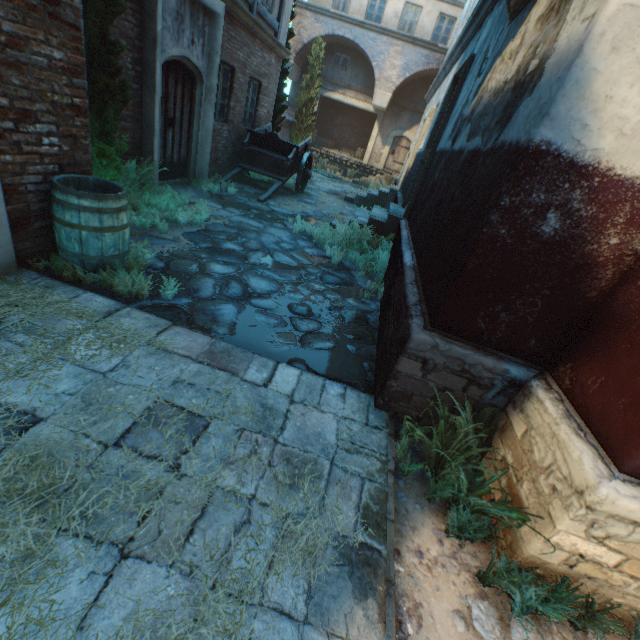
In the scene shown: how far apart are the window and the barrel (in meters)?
21.55

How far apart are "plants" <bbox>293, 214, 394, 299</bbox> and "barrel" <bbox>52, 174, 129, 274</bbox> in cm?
342

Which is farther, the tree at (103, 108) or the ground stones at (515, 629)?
the tree at (103, 108)

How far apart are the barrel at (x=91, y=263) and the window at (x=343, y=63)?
21.55m

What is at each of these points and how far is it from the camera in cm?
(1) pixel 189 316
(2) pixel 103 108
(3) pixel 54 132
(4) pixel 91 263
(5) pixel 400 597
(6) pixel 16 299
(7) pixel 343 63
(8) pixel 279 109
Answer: (1) ground stones, 351
(2) tree, 425
(3) building, 316
(4) barrel, 343
(5) ground stones, 184
(6) straw, 285
(7) window, 1966
(8) tree, 1268

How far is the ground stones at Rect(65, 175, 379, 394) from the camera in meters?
3.5

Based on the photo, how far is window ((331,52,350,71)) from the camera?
19.5m

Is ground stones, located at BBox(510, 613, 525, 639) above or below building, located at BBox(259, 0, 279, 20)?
below
